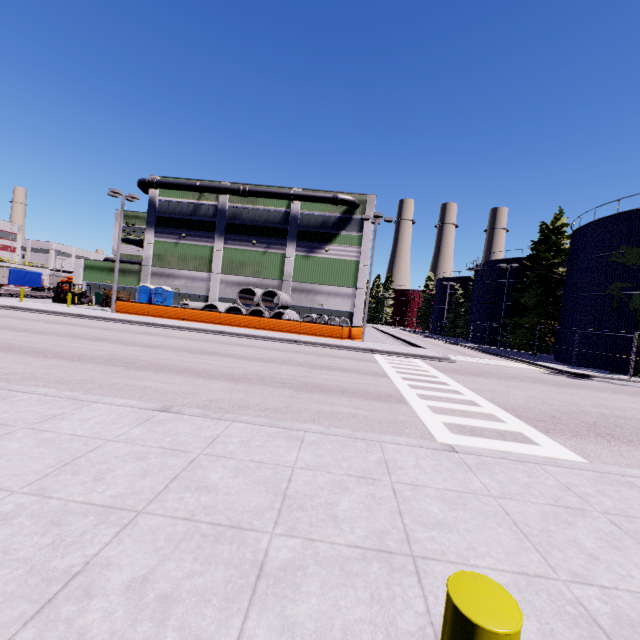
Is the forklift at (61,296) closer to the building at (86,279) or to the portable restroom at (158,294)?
the building at (86,279)

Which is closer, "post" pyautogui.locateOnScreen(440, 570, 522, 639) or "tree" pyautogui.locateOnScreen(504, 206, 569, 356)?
"post" pyautogui.locateOnScreen(440, 570, 522, 639)

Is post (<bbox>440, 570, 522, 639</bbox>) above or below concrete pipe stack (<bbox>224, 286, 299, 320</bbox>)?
below

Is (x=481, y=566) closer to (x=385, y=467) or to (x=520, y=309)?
(x=385, y=467)

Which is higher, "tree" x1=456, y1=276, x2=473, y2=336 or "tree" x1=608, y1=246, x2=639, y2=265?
"tree" x1=608, y1=246, x2=639, y2=265

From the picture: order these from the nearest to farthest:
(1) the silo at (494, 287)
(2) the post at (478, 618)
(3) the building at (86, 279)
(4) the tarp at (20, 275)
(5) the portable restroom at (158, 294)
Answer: (2) the post at (478, 618) < (5) the portable restroom at (158, 294) < (3) the building at (86, 279) < (4) the tarp at (20, 275) < (1) the silo at (494, 287)

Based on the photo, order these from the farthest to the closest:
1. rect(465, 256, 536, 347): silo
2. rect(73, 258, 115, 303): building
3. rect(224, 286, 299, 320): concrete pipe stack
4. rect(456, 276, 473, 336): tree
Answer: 1. rect(456, 276, 473, 336): tree
2. rect(465, 256, 536, 347): silo
3. rect(73, 258, 115, 303): building
4. rect(224, 286, 299, 320): concrete pipe stack

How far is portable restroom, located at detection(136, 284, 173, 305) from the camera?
33.8m
